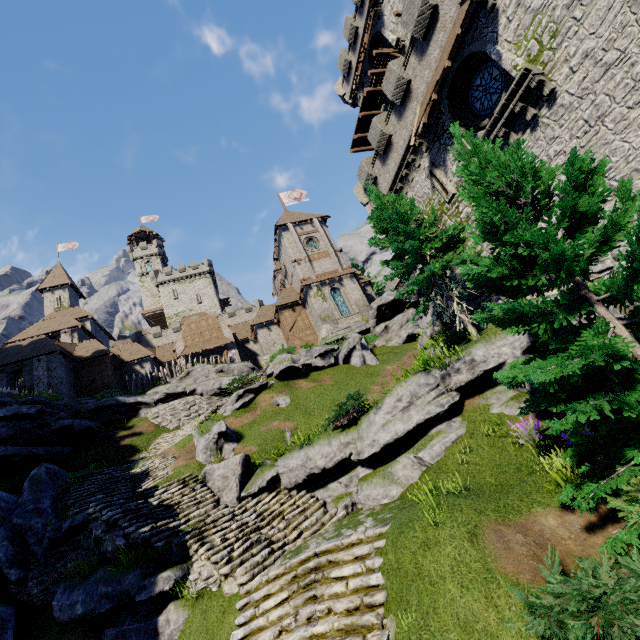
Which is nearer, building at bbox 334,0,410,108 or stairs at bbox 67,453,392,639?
stairs at bbox 67,453,392,639

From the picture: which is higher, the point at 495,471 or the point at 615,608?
the point at 495,471

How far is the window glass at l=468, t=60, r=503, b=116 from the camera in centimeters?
1409cm

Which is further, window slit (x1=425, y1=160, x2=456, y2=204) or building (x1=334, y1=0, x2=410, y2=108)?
building (x1=334, y1=0, x2=410, y2=108)

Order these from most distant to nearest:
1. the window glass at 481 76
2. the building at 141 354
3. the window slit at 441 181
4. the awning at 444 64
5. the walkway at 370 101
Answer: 1. the building at 141 354
2. the walkway at 370 101
3. the window slit at 441 181
4. the window glass at 481 76
5. the awning at 444 64

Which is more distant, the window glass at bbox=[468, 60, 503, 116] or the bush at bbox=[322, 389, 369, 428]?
the window glass at bbox=[468, 60, 503, 116]

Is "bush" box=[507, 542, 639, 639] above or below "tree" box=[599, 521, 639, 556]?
below

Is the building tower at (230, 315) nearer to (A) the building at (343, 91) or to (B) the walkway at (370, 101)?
(B) the walkway at (370, 101)
